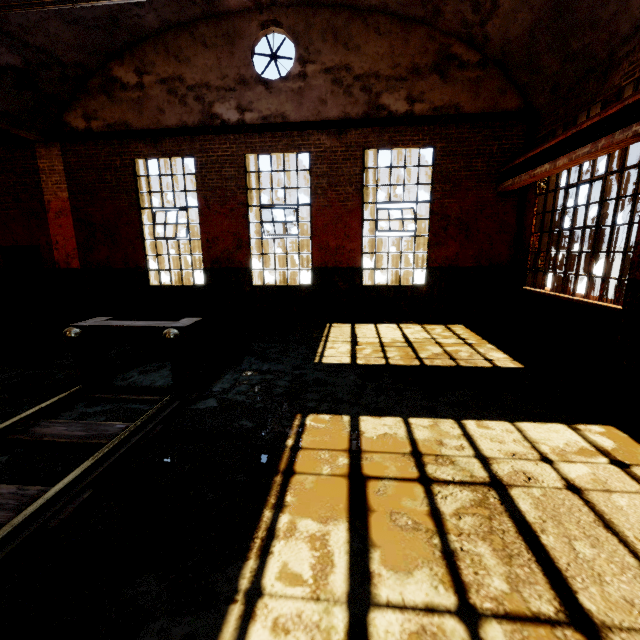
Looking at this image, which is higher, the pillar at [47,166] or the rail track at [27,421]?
the pillar at [47,166]

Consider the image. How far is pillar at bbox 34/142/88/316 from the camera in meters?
9.1 m

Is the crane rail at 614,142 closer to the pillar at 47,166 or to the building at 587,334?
the building at 587,334

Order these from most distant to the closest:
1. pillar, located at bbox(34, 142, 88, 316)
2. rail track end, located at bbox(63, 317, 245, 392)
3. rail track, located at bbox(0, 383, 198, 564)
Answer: pillar, located at bbox(34, 142, 88, 316), rail track end, located at bbox(63, 317, 245, 392), rail track, located at bbox(0, 383, 198, 564)

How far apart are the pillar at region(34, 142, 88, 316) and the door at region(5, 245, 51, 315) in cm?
37

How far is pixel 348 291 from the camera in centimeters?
902cm

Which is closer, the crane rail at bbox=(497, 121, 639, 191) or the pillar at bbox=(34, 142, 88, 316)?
the crane rail at bbox=(497, 121, 639, 191)

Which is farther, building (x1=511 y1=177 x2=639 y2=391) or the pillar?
the pillar
